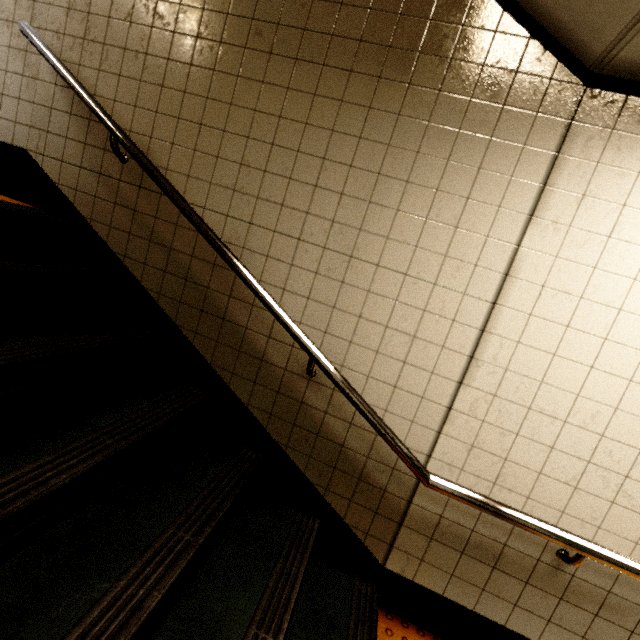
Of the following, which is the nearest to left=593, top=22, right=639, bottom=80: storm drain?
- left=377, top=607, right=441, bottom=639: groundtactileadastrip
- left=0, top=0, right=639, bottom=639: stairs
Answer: left=0, top=0, right=639, bottom=639: stairs

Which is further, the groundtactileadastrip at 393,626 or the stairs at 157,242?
the groundtactileadastrip at 393,626

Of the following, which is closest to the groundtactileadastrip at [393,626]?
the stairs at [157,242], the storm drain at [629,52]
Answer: the stairs at [157,242]

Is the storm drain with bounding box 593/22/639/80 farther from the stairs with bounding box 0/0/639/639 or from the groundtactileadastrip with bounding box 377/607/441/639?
the groundtactileadastrip with bounding box 377/607/441/639

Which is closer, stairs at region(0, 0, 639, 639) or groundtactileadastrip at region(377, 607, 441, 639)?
stairs at region(0, 0, 639, 639)

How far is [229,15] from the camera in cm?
172

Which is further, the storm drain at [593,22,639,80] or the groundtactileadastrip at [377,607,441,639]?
the groundtactileadastrip at [377,607,441,639]
